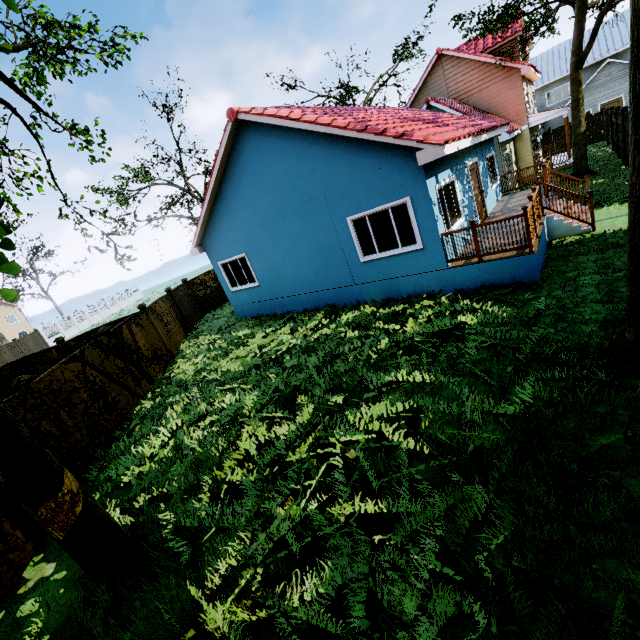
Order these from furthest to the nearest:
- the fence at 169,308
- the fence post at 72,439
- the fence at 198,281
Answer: the fence at 198,281
the fence at 169,308
the fence post at 72,439

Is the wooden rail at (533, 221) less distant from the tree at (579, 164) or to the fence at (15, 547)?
the fence at (15, 547)

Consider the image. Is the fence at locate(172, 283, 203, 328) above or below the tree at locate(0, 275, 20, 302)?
below

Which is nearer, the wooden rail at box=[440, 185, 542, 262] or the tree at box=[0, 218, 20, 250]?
the tree at box=[0, 218, 20, 250]

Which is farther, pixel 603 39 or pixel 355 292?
pixel 603 39

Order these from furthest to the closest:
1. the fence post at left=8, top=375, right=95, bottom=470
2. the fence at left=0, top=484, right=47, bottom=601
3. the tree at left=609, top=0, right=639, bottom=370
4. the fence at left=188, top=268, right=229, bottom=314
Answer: the fence at left=188, top=268, right=229, bottom=314
the fence post at left=8, top=375, right=95, bottom=470
the fence at left=0, top=484, right=47, bottom=601
the tree at left=609, top=0, right=639, bottom=370

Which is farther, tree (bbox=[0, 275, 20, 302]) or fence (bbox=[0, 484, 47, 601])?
fence (bbox=[0, 484, 47, 601])

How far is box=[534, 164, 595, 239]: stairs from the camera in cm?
927
